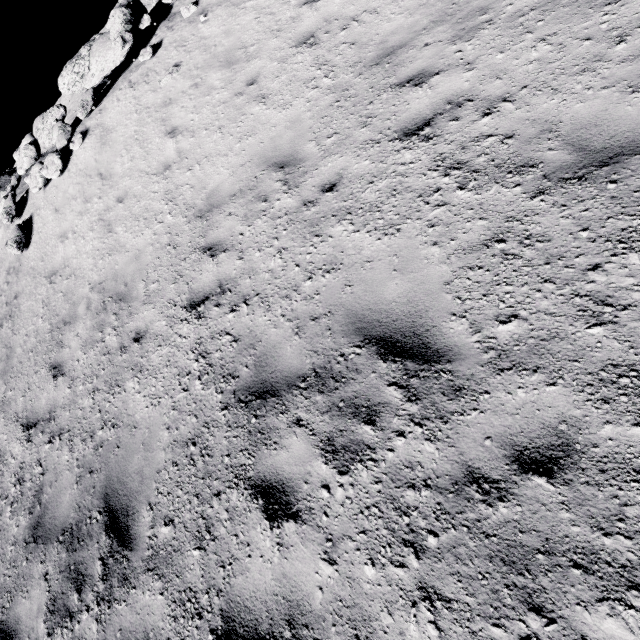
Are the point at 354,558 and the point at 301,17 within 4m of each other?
no

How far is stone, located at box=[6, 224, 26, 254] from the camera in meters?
9.3 m

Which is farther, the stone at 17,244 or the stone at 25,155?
the stone at 25,155

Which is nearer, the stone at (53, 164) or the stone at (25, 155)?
the stone at (53, 164)

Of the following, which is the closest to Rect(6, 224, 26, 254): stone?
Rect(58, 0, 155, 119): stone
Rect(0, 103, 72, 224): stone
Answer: Rect(0, 103, 72, 224): stone

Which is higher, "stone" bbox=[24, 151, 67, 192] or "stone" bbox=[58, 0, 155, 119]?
"stone" bbox=[58, 0, 155, 119]

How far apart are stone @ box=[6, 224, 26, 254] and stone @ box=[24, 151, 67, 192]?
1.1 meters

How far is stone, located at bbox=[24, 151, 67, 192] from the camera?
9.4 meters
